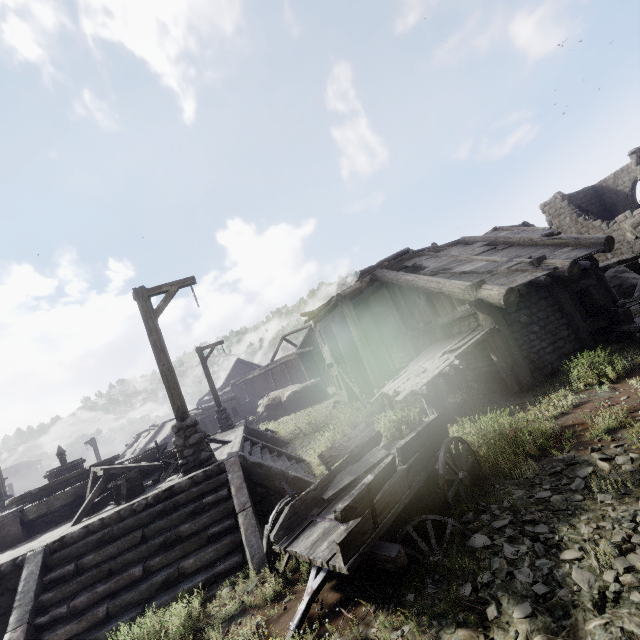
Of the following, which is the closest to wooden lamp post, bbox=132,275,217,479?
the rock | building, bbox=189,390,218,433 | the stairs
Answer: the stairs

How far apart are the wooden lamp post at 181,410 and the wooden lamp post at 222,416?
9.08m

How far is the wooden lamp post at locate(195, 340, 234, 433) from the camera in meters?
16.9 m

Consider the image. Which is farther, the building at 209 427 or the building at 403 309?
the building at 209 427

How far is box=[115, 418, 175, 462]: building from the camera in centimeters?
2633cm

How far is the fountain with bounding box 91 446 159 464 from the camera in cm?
1048

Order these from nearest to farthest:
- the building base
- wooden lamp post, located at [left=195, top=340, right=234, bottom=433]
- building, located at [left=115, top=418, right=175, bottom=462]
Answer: the building base < wooden lamp post, located at [left=195, top=340, right=234, bottom=433] < building, located at [left=115, top=418, right=175, bottom=462]

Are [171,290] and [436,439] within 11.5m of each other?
yes
